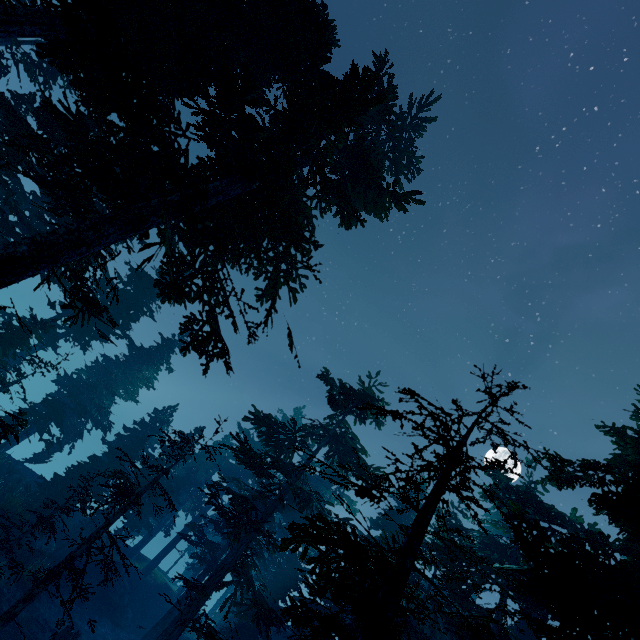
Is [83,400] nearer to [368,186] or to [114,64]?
[114,64]

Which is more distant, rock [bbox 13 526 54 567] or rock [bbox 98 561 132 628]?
rock [bbox 98 561 132 628]

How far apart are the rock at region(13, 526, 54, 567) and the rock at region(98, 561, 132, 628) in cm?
747

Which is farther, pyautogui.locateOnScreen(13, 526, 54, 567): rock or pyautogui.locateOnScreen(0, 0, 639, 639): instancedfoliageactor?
pyautogui.locateOnScreen(13, 526, 54, 567): rock

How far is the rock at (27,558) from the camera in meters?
19.5

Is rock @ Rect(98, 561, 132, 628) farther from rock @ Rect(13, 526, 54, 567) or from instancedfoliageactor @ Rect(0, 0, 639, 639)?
rock @ Rect(13, 526, 54, 567)

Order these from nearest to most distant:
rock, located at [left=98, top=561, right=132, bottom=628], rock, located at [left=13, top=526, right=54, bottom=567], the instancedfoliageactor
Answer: the instancedfoliageactor → rock, located at [left=13, top=526, right=54, bottom=567] → rock, located at [left=98, top=561, right=132, bottom=628]

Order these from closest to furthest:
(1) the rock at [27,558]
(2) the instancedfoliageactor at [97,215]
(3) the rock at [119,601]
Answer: (2) the instancedfoliageactor at [97,215]
(1) the rock at [27,558]
(3) the rock at [119,601]
